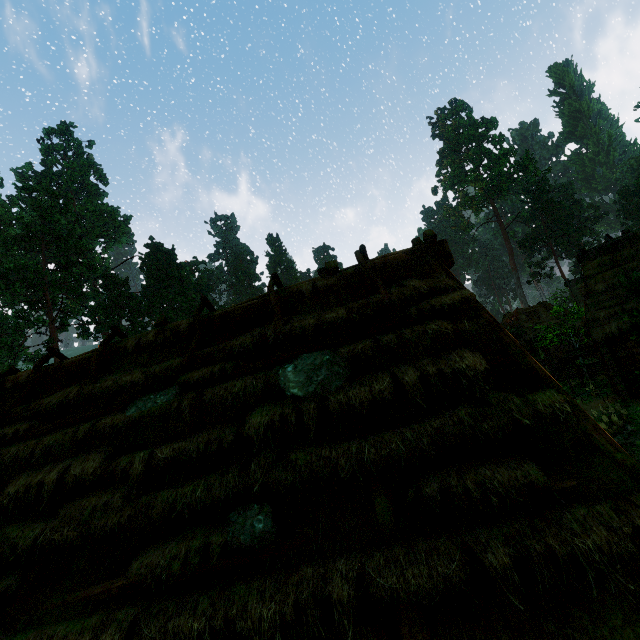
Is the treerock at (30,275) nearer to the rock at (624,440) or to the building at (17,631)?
the building at (17,631)

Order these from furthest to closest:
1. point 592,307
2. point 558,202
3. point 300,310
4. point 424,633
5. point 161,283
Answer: point 558,202 < point 161,283 < point 592,307 < point 300,310 < point 424,633

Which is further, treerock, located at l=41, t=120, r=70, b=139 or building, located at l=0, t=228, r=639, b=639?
treerock, located at l=41, t=120, r=70, b=139

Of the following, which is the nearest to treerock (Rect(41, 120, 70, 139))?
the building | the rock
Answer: the building

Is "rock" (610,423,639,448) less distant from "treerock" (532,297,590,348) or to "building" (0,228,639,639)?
"treerock" (532,297,590,348)

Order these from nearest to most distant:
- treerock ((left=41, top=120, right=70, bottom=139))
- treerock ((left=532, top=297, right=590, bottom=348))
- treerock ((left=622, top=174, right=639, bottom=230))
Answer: treerock ((left=532, top=297, right=590, bottom=348)) < treerock ((left=622, top=174, right=639, bottom=230)) < treerock ((left=41, top=120, right=70, bottom=139))

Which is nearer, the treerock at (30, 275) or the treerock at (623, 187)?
the treerock at (30, 275)

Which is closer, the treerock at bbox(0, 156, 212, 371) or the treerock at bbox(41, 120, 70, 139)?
the treerock at bbox(0, 156, 212, 371)
